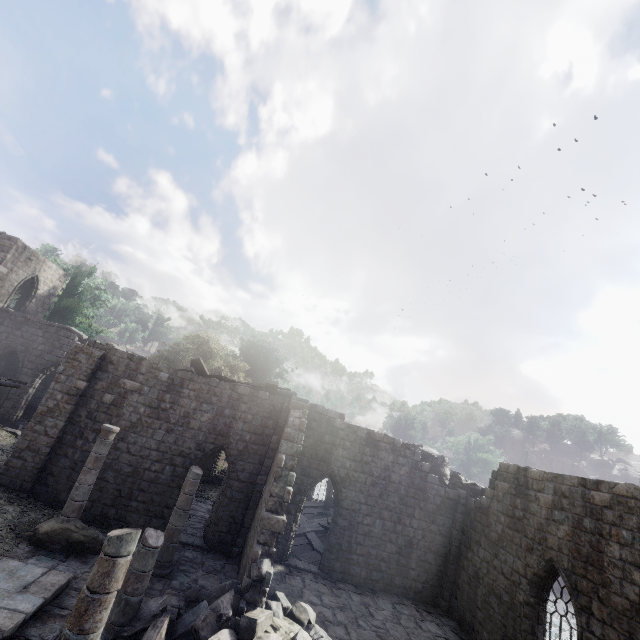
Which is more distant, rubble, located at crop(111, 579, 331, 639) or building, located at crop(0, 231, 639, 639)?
building, located at crop(0, 231, 639, 639)

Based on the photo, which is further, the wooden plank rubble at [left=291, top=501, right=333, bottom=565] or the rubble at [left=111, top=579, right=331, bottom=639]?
the wooden plank rubble at [left=291, top=501, right=333, bottom=565]

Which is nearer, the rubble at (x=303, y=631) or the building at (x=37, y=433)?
the rubble at (x=303, y=631)

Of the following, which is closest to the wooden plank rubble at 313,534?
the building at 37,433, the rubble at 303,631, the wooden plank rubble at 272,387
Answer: the building at 37,433

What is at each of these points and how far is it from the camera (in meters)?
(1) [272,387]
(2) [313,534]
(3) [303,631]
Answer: (1) wooden plank rubble, 16.19
(2) wooden plank rubble, 17.95
(3) rubble, 8.20

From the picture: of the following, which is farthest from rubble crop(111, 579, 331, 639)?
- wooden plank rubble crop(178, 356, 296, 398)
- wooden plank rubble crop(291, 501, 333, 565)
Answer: wooden plank rubble crop(178, 356, 296, 398)

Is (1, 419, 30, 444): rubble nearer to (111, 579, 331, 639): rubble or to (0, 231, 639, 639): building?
(0, 231, 639, 639): building

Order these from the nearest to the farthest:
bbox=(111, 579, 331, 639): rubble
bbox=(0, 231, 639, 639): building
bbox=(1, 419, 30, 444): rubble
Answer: bbox=(111, 579, 331, 639): rubble < bbox=(0, 231, 639, 639): building < bbox=(1, 419, 30, 444): rubble
